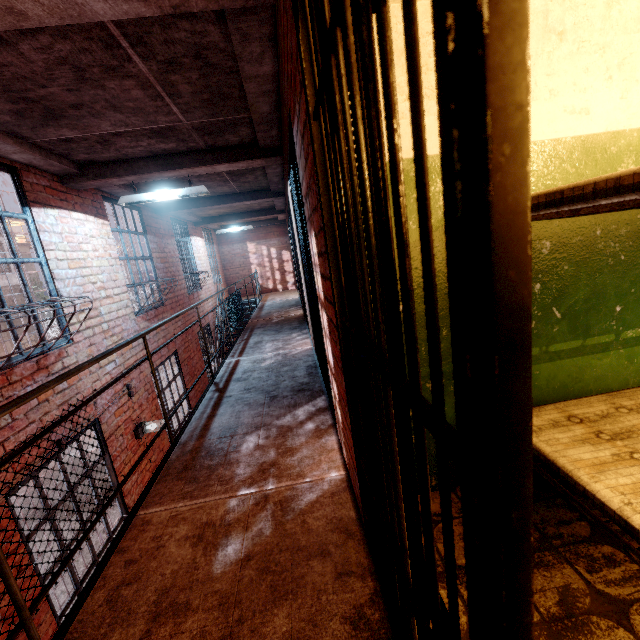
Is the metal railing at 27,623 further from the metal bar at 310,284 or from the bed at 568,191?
the bed at 568,191

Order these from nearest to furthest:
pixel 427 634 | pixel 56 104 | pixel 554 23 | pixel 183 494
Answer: pixel 427 634
pixel 554 23
pixel 183 494
pixel 56 104

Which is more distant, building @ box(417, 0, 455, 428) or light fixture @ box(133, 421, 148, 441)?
light fixture @ box(133, 421, 148, 441)

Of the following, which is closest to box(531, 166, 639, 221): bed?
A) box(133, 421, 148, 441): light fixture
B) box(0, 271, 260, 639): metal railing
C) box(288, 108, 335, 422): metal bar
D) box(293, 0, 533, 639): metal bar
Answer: box(293, 0, 533, 639): metal bar

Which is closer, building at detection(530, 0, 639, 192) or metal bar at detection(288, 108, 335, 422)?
building at detection(530, 0, 639, 192)

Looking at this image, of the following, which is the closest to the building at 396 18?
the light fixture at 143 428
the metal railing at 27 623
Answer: the metal railing at 27 623

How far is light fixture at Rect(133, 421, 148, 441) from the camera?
4.9m

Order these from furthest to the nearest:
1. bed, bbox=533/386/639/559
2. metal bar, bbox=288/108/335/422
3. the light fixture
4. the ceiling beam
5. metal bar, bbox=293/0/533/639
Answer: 1. the light fixture
2. metal bar, bbox=288/108/335/422
3. the ceiling beam
4. bed, bbox=533/386/639/559
5. metal bar, bbox=293/0/533/639
